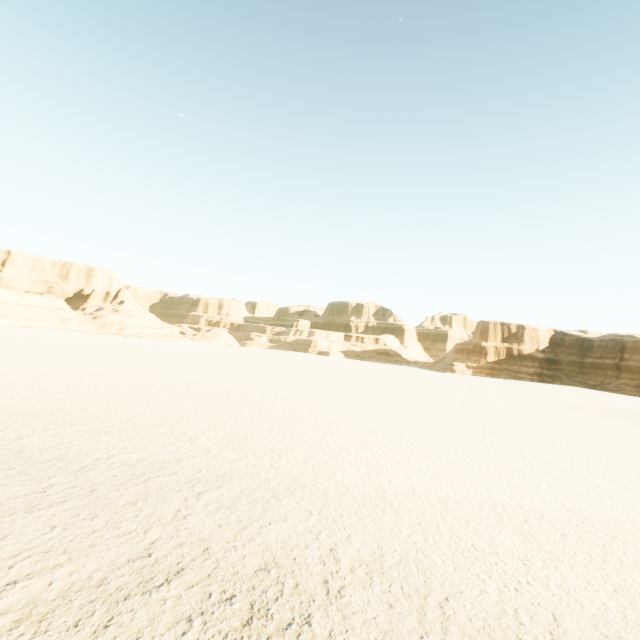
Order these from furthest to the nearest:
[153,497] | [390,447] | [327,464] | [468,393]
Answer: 1. [468,393]
2. [390,447]
3. [327,464]
4. [153,497]
